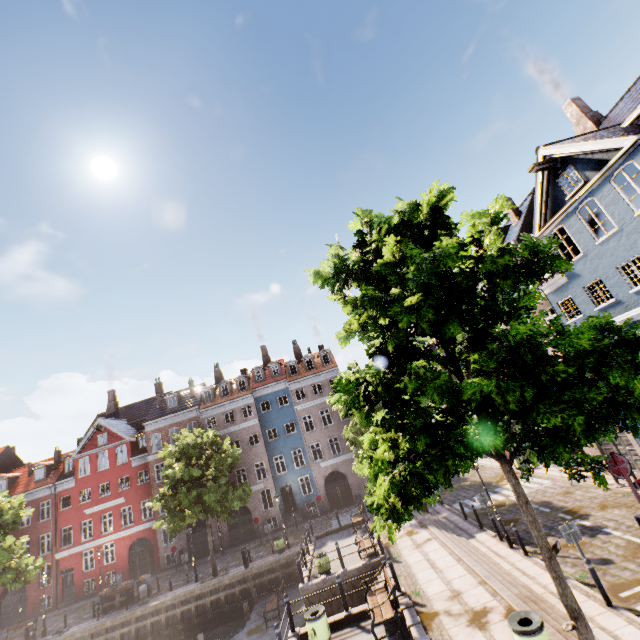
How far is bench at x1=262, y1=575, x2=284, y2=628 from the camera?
17.1m

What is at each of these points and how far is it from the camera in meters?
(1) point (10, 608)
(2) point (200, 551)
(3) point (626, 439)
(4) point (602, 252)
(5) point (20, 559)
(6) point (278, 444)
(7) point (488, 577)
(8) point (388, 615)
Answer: (1) building, 30.0
(2) building, 30.7
(3) building, 16.9
(4) building, 14.5
(5) tree, 25.1
(6) building, 33.9
(7) stairs, 10.8
(8) bench, 9.7

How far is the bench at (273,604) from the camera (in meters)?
17.11

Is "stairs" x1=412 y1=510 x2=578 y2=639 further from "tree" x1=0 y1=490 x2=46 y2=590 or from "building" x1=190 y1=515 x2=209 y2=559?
"building" x1=190 y1=515 x2=209 y2=559

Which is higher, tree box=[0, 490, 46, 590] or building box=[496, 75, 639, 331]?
building box=[496, 75, 639, 331]

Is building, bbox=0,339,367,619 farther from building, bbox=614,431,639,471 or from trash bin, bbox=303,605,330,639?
trash bin, bbox=303,605,330,639

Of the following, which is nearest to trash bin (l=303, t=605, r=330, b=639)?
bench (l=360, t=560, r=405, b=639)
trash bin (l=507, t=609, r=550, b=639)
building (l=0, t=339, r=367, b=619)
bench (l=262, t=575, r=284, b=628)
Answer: bench (l=360, t=560, r=405, b=639)

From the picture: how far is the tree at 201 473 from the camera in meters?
22.9 m
